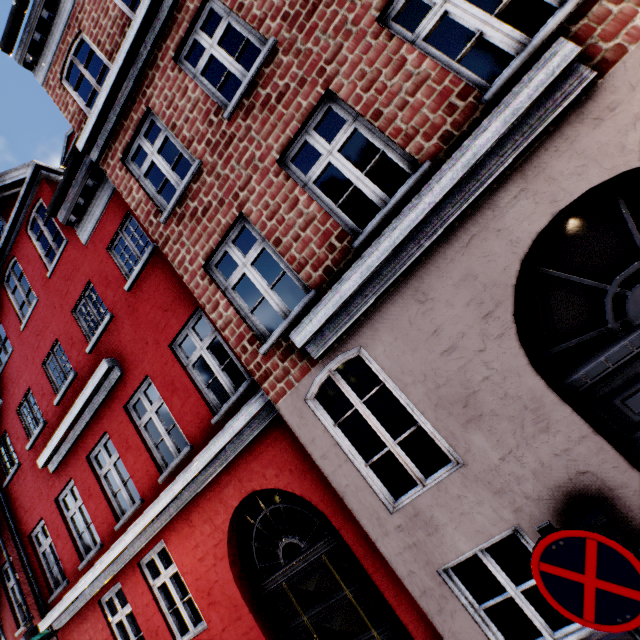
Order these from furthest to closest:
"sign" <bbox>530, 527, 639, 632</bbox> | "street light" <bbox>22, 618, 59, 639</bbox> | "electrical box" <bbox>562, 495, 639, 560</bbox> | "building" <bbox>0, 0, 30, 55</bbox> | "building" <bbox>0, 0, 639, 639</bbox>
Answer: "building" <bbox>0, 0, 30, 55</bbox> < "street light" <bbox>22, 618, 59, 639</bbox> < "building" <bbox>0, 0, 639, 639</bbox> < "electrical box" <bbox>562, 495, 639, 560</bbox> < "sign" <bbox>530, 527, 639, 632</bbox>

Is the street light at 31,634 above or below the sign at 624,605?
above

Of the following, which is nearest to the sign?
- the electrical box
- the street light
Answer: the electrical box

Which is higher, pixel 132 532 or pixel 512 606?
pixel 132 532

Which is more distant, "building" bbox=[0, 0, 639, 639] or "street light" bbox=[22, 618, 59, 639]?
"street light" bbox=[22, 618, 59, 639]

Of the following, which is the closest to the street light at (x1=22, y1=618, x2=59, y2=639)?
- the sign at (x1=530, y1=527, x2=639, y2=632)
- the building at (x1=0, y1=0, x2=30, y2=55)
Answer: the building at (x1=0, y1=0, x2=30, y2=55)

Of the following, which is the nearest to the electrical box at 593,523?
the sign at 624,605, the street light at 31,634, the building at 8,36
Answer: the building at 8,36

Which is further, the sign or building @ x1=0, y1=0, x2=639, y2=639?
building @ x1=0, y1=0, x2=639, y2=639
